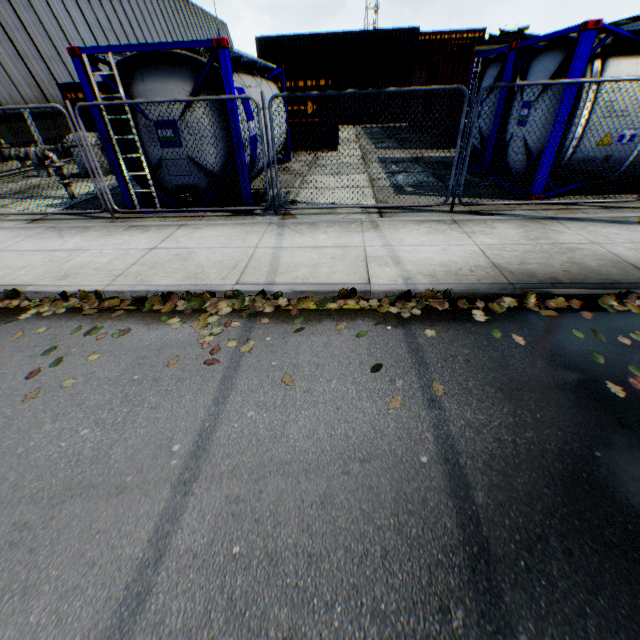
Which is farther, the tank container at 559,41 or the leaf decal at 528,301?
the tank container at 559,41

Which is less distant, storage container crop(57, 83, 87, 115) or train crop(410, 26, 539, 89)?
train crop(410, 26, 539, 89)

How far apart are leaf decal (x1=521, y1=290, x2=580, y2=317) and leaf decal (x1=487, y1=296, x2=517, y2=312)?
0.1 meters

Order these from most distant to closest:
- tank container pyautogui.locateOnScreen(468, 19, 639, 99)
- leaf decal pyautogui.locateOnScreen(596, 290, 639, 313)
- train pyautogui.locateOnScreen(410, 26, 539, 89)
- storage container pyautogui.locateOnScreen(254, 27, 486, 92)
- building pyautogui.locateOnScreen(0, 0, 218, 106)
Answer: building pyautogui.locateOnScreen(0, 0, 218, 106) < storage container pyautogui.locateOnScreen(254, 27, 486, 92) < train pyautogui.locateOnScreen(410, 26, 539, 89) < tank container pyautogui.locateOnScreen(468, 19, 639, 99) < leaf decal pyautogui.locateOnScreen(596, 290, 639, 313)

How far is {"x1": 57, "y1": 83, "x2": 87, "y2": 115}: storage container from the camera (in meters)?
13.99

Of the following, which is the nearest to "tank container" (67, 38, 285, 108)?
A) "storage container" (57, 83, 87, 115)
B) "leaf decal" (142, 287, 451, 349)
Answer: "storage container" (57, 83, 87, 115)

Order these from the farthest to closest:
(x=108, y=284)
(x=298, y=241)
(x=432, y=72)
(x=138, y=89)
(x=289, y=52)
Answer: (x=289, y=52)
(x=432, y=72)
(x=138, y=89)
(x=298, y=241)
(x=108, y=284)

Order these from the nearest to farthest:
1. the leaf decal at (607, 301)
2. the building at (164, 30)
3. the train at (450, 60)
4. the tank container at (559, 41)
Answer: the leaf decal at (607, 301) → the tank container at (559, 41) → the train at (450, 60) → the building at (164, 30)
